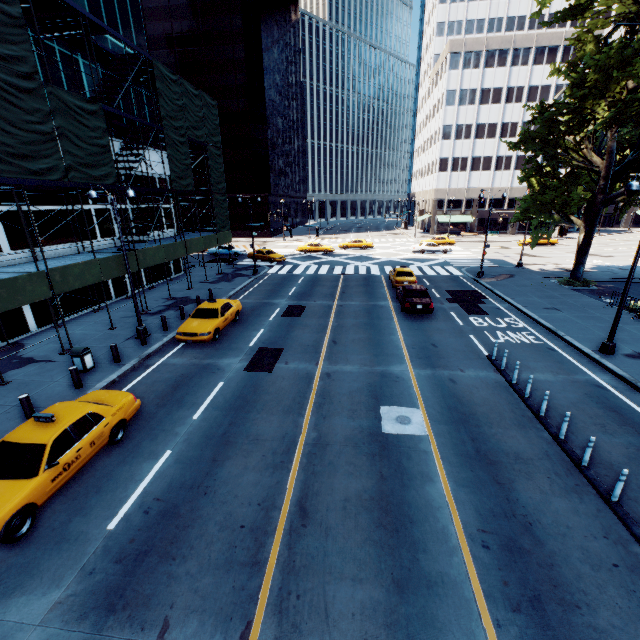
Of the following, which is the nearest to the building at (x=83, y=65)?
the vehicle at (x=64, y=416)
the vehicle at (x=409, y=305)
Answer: the vehicle at (x=64, y=416)

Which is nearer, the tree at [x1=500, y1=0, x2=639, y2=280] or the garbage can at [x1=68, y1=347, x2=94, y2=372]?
the garbage can at [x1=68, y1=347, x2=94, y2=372]

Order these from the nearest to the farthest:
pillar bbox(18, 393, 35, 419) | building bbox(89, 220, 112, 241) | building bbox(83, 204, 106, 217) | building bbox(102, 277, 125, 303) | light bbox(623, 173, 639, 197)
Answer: pillar bbox(18, 393, 35, 419), light bbox(623, 173, 639, 197), building bbox(83, 204, 106, 217), building bbox(89, 220, 112, 241), building bbox(102, 277, 125, 303)

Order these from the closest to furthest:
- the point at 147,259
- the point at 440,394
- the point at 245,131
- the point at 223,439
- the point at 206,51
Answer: the point at 223,439 → the point at 440,394 → the point at 147,259 → the point at 206,51 → the point at 245,131

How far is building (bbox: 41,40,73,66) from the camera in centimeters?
1792cm

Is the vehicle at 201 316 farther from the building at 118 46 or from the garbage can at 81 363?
the building at 118 46

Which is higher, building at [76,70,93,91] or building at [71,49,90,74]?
building at [71,49,90,74]

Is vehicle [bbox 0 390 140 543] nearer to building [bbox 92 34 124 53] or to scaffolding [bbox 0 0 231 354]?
scaffolding [bbox 0 0 231 354]
